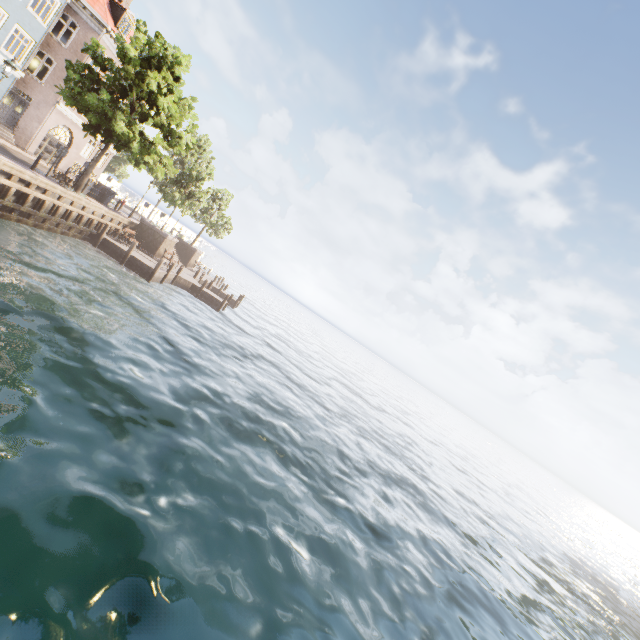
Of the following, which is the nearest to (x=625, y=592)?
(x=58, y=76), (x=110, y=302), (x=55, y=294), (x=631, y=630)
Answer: (x=631, y=630)
